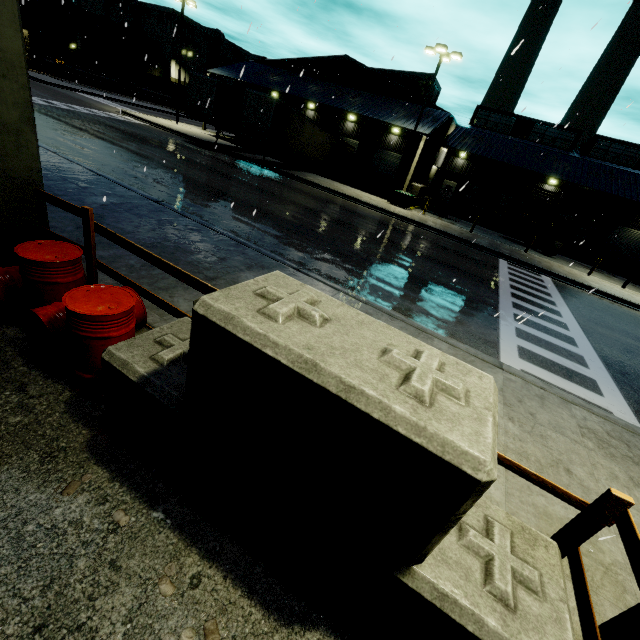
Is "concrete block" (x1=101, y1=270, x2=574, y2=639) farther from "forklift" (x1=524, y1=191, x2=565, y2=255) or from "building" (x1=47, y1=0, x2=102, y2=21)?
"forklift" (x1=524, y1=191, x2=565, y2=255)

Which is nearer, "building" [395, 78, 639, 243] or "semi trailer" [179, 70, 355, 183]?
"semi trailer" [179, 70, 355, 183]

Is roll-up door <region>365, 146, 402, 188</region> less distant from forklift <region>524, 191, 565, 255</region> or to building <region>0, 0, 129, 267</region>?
building <region>0, 0, 129, 267</region>

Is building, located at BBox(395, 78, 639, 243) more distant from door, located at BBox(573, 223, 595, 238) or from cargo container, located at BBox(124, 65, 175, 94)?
cargo container, located at BBox(124, 65, 175, 94)

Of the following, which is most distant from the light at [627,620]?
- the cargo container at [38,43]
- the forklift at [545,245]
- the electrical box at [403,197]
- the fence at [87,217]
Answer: the cargo container at [38,43]

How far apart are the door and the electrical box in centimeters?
2006cm

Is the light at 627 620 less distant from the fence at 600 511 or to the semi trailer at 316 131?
the fence at 600 511

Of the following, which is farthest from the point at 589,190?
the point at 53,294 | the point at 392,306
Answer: the point at 53,294
